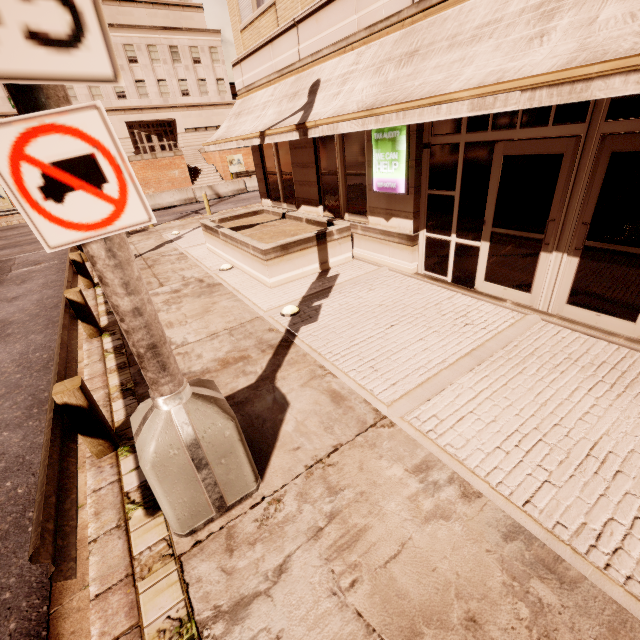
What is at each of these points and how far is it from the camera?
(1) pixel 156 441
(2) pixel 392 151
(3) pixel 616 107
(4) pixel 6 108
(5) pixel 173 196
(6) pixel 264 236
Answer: (1) street light, 2.5 meters
(2) sign, 6.5 meters
(3) building, 3.9 meters
(4) building, 31.0 meters
(5) barrier, 22.9 meters
(6) planter, 8.9 meters

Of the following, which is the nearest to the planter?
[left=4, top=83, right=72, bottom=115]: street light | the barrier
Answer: [left=4, top=83, right=72, bottom=115]: street light

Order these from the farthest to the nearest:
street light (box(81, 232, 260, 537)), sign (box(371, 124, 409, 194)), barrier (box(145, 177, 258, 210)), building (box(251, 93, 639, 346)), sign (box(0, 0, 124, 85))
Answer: barrier (box(145, 177, 258, 210)), sign (box(371, 124, 409, 194)), building (box(251, 93, 639, 346)), street light (box(81, 232, 260, 537)), sign (box(0, 0, 124, 85))

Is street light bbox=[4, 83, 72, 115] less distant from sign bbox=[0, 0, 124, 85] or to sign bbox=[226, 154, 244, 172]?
sign bbox=[0, 0, 124, 85]

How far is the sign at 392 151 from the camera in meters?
6.3 m

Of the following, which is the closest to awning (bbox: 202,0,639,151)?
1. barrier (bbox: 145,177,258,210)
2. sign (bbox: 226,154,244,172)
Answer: barrier (bbox: 145,177,258,210)

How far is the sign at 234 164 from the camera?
34.12m

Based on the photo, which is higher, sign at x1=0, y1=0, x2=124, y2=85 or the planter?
sign at x1=0, y1=0, x2=124, y2=85
